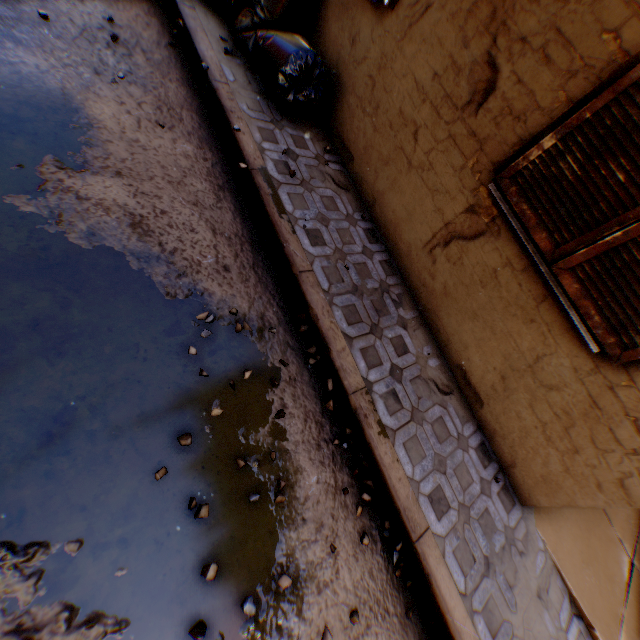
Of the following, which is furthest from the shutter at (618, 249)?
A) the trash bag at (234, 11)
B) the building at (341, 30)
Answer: the trash bag at (234, 11)

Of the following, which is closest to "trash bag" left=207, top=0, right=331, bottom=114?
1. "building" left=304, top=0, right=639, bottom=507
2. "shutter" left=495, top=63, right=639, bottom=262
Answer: "building" left=304, top=0, right=639, bottom=507

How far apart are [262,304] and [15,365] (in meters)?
1.53

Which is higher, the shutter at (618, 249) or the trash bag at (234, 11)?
the shutter at (618, 249)

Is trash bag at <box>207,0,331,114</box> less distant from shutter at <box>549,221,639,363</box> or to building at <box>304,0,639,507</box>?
building at <box>304,0,639,507</box>

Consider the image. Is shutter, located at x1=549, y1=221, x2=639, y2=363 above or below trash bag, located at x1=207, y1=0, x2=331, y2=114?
above

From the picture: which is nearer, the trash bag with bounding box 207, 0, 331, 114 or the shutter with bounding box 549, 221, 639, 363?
the shutter with bounding box 549, 221, 639, 363
